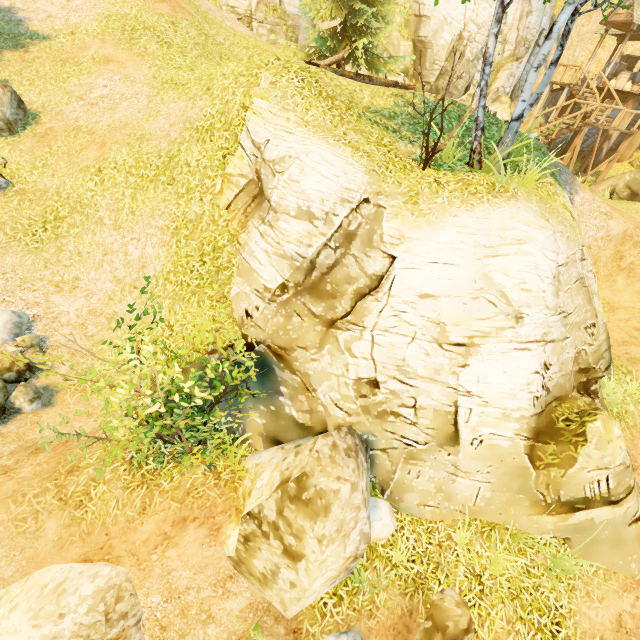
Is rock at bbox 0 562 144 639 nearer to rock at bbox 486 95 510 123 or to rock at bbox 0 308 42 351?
rock at bbox 0 308 42 351

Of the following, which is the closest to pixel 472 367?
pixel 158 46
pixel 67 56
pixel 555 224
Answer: pixel 555 224

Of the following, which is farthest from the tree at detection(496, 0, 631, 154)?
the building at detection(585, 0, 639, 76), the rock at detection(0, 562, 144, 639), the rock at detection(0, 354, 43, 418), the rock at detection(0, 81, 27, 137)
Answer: the rock at detection(0, 562, 144, 639)

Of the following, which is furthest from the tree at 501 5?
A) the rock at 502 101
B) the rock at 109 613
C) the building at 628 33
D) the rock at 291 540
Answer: the rock at 109 613

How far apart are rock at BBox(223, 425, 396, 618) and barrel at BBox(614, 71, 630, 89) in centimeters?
2866cm

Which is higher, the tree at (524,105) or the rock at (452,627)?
the tree at (524,105)

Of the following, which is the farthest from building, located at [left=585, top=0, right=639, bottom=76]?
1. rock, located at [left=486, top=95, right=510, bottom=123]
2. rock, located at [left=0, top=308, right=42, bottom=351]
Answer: rock, located at [left=0, top=308, right=42, bottom=351]

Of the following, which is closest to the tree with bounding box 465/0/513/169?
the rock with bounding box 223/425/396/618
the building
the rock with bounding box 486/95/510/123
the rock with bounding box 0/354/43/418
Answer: the building
